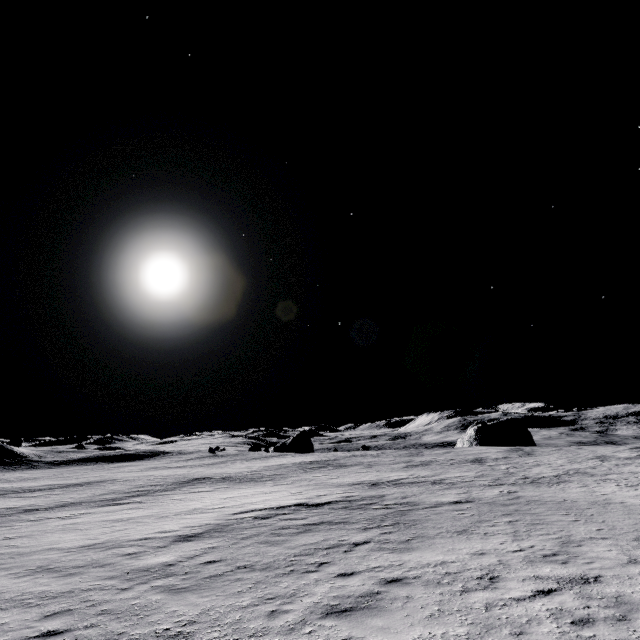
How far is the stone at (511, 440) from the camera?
58.9m

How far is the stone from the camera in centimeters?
5894cm

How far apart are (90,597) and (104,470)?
59.4m
